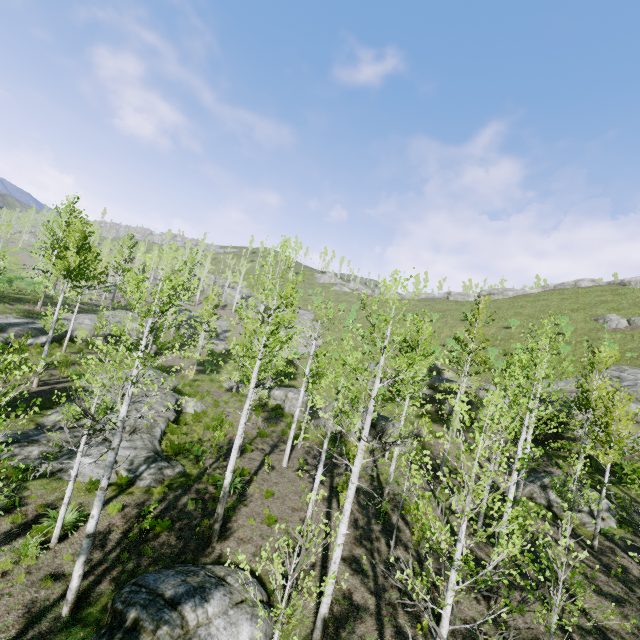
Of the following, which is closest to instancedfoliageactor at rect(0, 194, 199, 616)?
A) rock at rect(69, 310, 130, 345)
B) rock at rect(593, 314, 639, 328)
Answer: rock at rect(69, 310, 130, 345)

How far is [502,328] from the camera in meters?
42.9 m

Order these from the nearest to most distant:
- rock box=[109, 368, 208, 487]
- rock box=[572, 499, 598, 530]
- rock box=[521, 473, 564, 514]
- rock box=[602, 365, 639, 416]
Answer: rock box=[109, 368, 208, 487]
rock box=[572, 499, 598, 530]
rock box=[521, 473, 564, 514]
rock box=[602, 365, 639, 416]

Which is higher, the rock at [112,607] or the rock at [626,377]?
the rock at [626,377]

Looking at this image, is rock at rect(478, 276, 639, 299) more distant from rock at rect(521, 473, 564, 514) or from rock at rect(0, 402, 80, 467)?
rock at rect(0, 402, 80, 467)

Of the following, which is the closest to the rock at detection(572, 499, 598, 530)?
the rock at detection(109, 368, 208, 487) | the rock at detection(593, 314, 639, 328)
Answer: the rock at detection(109, 368, 208, 487)

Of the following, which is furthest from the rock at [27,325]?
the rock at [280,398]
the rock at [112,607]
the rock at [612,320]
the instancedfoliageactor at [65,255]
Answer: the rock at [612,320]

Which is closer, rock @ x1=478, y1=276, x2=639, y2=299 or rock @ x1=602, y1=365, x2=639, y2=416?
rock @ x1=602, y1=365, x2=639, y2=416
